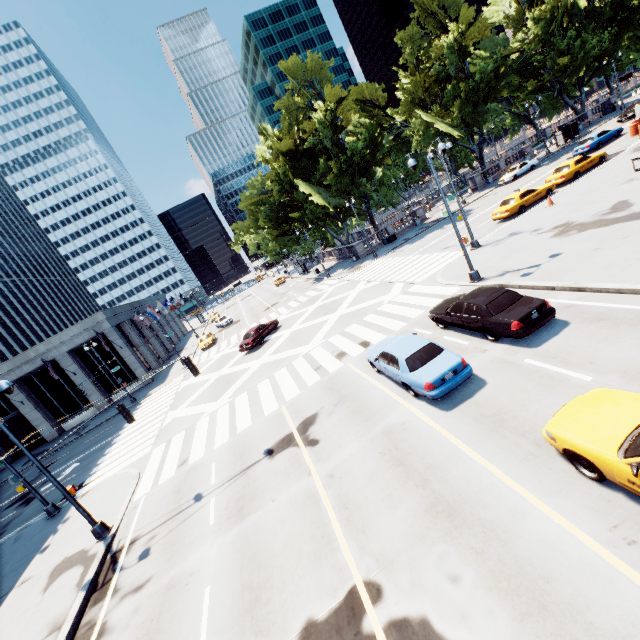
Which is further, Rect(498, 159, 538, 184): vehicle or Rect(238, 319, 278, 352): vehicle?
Rect(498, 159, 538, 184): vehicle

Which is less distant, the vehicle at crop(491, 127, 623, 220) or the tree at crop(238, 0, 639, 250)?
the vehicle at crop(491, 127, 623, 220)

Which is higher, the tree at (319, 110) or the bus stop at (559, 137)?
the tree at (319, 110)

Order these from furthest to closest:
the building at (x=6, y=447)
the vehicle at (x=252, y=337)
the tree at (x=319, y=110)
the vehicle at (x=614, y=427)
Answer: the tree at (x=319, y=110), the building at (x=6, y=447), the vehicle at (x=252, y=337), the vehicle at (x=614, y=427)

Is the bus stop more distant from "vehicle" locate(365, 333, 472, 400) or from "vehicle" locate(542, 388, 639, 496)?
"vehicle" locate(542, 388, 639, 496)

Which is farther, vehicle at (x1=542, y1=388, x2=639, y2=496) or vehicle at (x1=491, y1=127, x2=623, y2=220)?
vehicle at (x1=491, y1=127, x2=623, y2=220)

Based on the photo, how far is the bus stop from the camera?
44.2 meters

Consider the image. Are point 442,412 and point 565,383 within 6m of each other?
yes
